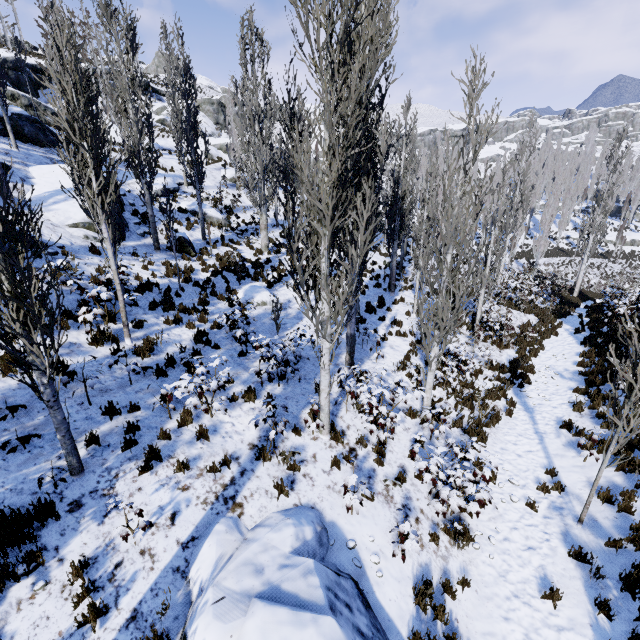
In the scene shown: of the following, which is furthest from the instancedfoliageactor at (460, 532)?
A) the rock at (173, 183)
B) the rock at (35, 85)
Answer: the rock at (35, 85)

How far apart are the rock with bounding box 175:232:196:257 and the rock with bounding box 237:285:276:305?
3.4m

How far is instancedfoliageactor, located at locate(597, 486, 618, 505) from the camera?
7.04m

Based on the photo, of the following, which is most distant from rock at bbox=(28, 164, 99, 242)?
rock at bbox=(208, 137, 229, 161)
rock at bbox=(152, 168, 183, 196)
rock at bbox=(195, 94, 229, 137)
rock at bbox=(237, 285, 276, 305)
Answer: rock at bbox=(195, 94, 229, 137)

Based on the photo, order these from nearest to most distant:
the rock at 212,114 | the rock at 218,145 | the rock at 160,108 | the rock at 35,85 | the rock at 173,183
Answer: the rock at 173,183, the rock at 35,85, the rock at 218,145, the rock at 160,108, the rock at 212,114

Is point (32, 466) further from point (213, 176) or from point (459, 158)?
point (213, 176)

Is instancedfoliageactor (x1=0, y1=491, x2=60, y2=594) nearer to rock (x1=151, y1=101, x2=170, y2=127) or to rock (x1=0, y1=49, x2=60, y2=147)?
rock (x1=0, y1=49, x2=60, y2=147)
